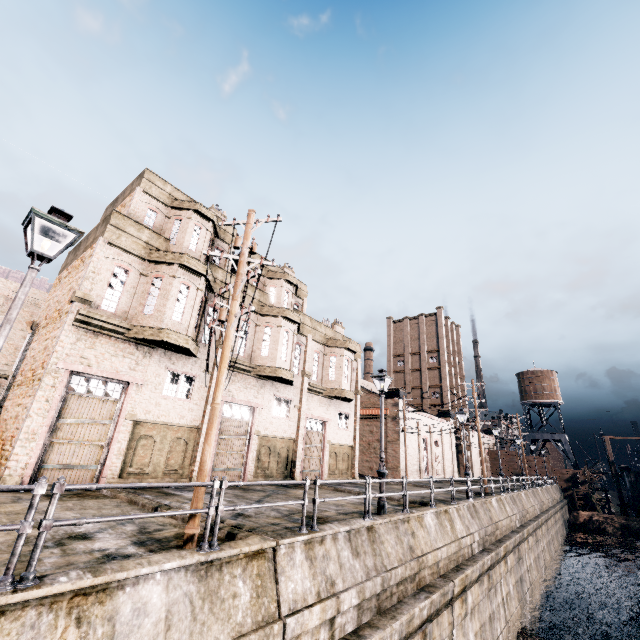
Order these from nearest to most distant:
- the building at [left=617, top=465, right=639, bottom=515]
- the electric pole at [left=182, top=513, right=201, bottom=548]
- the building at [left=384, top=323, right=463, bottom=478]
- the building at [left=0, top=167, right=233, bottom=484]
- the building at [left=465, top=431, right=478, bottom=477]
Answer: the electric pole at [left=182, top=513, right=201, bottom=548] < the building at [left=0, top=167, right=233, bottom=484] < the building at [left=384, top=323, right=463, bottom=478] < the building at [left=617, top=465, right=639, bottom=515] < the building at [left=465, top=431, right=478, bottom=477]

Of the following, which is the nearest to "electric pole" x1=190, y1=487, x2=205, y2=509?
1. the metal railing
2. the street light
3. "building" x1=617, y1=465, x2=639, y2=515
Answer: the metal railing

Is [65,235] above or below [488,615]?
above

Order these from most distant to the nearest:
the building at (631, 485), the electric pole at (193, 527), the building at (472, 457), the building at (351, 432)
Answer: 1. the building at (472, 457)
2. the building at (631, 485)
3. the building at (351, 432)
4. the electric pole at (193, 527)

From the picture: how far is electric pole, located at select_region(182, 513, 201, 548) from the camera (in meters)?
6.82

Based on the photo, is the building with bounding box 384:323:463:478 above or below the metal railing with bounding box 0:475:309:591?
above

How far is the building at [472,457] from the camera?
55.75m

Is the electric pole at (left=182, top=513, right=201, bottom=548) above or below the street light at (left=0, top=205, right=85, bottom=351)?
below
